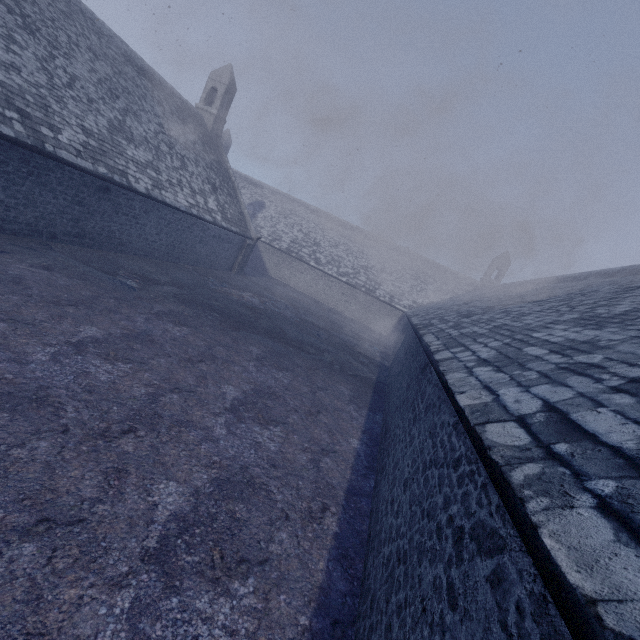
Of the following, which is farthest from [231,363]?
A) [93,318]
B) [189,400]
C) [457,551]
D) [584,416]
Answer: [584,416]
